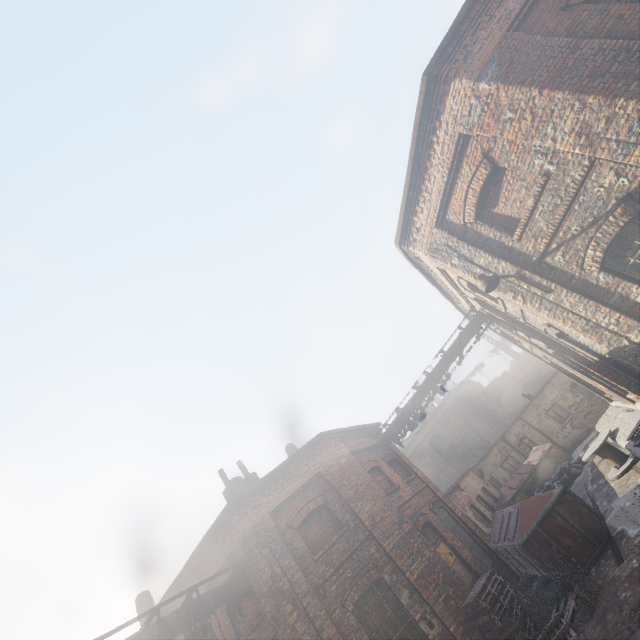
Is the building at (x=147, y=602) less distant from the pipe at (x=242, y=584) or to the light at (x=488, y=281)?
the pipe at (x=242, y=584)

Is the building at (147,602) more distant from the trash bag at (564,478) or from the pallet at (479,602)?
the trash bag at (564,478)

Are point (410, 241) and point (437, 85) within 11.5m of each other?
yes

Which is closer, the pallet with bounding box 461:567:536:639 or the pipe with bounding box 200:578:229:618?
the pallet with bounding box 461:567:536:639

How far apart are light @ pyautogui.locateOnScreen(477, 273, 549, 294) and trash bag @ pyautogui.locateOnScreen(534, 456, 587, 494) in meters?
13.1 m

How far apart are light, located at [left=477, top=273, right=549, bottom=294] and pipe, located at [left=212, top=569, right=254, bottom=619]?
11.21m

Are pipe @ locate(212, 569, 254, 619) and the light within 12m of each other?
yes

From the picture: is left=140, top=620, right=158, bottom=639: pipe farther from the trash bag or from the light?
the trash bag
